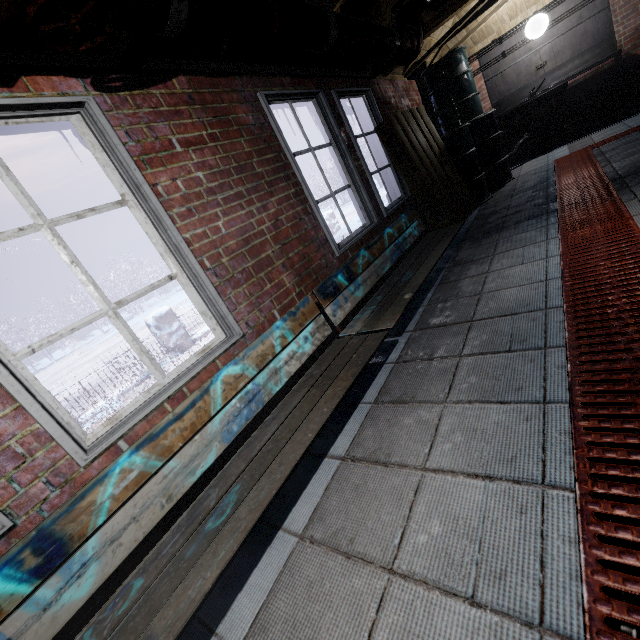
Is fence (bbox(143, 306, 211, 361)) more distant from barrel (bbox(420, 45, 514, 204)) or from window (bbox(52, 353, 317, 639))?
barrel (bbox(420, 45, 514, 204))

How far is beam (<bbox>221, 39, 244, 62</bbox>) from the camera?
1.95m

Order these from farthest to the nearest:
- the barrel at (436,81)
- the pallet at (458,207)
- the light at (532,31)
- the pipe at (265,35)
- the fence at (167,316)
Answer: the fence at (167,316)
the light at (532,31)
the barrel at (436,81)
the pallet at (458,207)
the pipe at (265,35)

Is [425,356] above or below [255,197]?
below

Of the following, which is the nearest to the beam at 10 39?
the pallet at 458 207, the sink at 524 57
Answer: the pallet at 458 207

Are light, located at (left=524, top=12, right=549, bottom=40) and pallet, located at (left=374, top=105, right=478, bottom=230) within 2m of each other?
no

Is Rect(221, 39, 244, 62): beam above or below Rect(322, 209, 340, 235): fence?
above

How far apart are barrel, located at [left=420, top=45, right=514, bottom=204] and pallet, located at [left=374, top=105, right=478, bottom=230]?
0.79m
